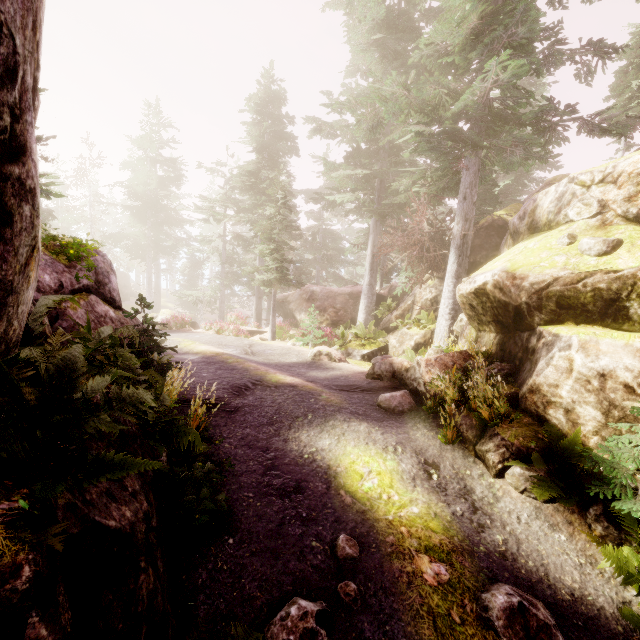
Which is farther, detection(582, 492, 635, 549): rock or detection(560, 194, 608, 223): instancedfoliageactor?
detection(560, 194, 608, 223): instancedfoliageactor

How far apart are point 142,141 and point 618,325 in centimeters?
4774cm

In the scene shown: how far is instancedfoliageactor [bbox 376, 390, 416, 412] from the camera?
8.1m

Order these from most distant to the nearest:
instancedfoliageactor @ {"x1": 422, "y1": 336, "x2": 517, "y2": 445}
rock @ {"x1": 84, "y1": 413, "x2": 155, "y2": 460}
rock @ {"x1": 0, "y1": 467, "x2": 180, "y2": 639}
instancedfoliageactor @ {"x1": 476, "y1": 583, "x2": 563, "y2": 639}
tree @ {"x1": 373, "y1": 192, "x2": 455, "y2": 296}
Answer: tree @ {"x1": 373, "y1": 192, "x2": 455, "y2": 296}
instancedfoliageactor @ {"x1": 422, "y1": 336, "x2": 517, "y2": 445}
instancedfoliageactor @ {"x1": 476, "y1": 583, "x2": 563, "y2": 639}
rock @ {"x1": 84, "y1": 413, "x2": 155, "y2": 460}
rock @ {"x1": 0, "y1": 467, "x2": 180, "y2": 639}

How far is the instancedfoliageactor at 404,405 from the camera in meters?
8.1
